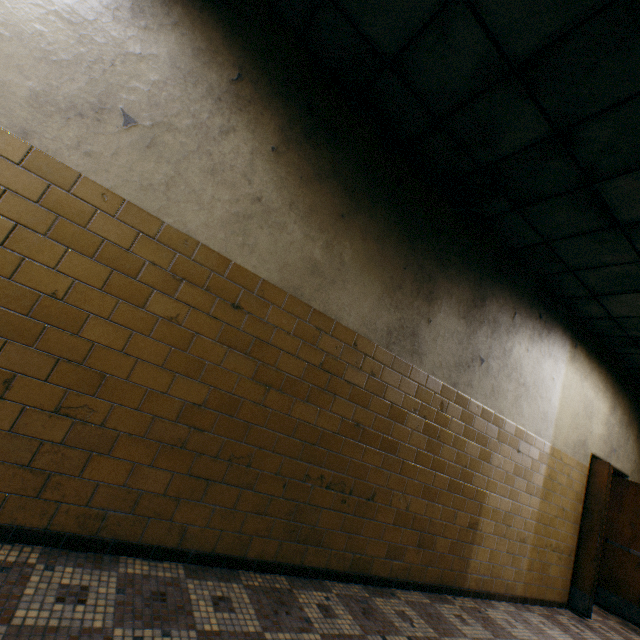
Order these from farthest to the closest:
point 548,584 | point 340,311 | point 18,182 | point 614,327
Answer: point 614,327, point 548,584, point 340,311, point 18,182
